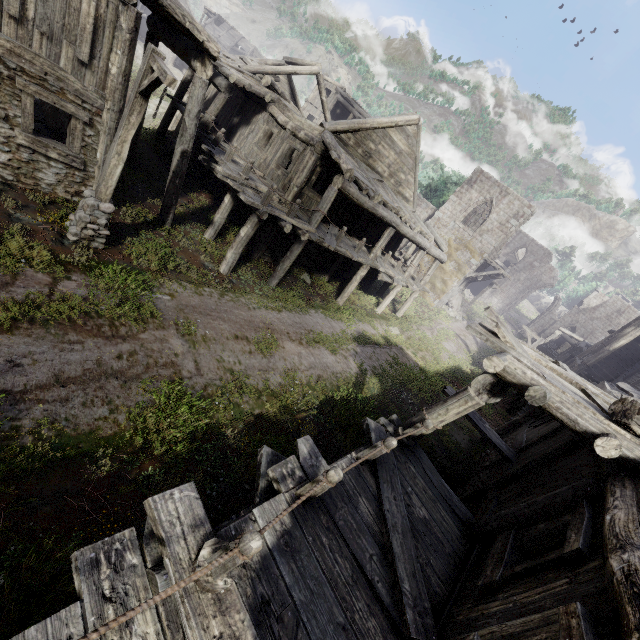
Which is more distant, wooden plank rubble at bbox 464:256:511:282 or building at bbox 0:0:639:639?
wooden plank rubble at bbox 464:256:511:282

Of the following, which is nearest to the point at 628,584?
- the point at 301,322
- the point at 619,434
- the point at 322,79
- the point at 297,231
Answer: the point at 619,434

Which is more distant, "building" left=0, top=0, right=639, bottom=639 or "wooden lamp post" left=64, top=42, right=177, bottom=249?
"wooden lamp post" left=64, top=42, right=177, bottom=249

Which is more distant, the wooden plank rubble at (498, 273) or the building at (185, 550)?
the wooden plank rubble at (498, 273)

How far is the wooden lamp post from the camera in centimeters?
631cm

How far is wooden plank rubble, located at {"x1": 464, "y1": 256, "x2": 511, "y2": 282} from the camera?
27.8 meters

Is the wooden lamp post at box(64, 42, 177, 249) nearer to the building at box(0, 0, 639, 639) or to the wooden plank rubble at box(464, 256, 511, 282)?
the building at box(0, 0, 639, 639)

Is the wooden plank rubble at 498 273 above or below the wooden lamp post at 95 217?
above
